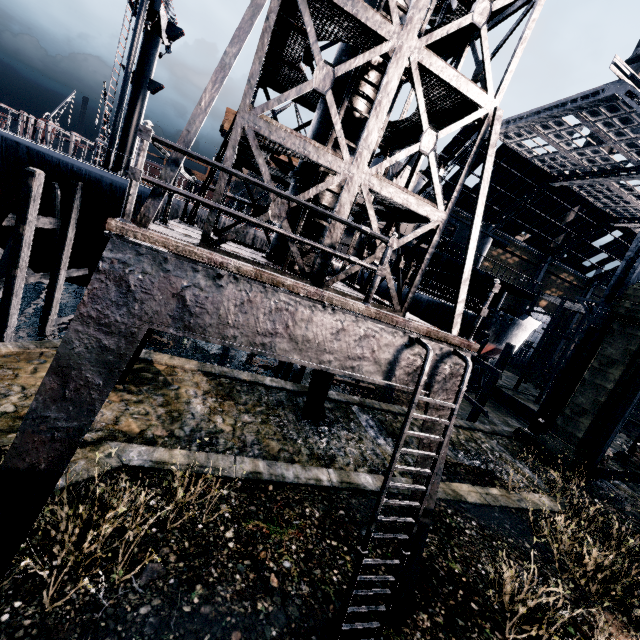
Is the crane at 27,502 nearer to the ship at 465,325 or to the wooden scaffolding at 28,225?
the ship at 465,325

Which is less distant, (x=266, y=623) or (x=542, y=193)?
(x=266, y=623)

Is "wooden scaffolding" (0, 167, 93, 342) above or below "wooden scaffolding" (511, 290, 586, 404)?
below

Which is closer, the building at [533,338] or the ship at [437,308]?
the ship at [437,308]

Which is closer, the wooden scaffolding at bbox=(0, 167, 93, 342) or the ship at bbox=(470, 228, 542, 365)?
the wooden scaffolding at bbox=(0, 167, 93, 342)

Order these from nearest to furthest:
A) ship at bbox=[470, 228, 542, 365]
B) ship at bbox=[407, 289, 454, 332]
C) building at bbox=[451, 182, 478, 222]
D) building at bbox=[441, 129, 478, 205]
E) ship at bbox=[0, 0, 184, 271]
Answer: ship at bbox=[0, 0, 184, 271] → ship at bbox=[407, 289, 454, 332] → ship at bbox=[470, 228, 542, 365] → building at bbox=[441, 129, 478, 205] → building at bbox=[451, 182, 478, 222]

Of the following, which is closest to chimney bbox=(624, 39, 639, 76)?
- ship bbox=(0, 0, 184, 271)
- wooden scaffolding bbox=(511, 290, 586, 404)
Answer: wooden scaffolding bbox=(511, 290, 586, 404)

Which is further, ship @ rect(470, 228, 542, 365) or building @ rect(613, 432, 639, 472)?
ship @ rect(470, 228, 542, 365)
